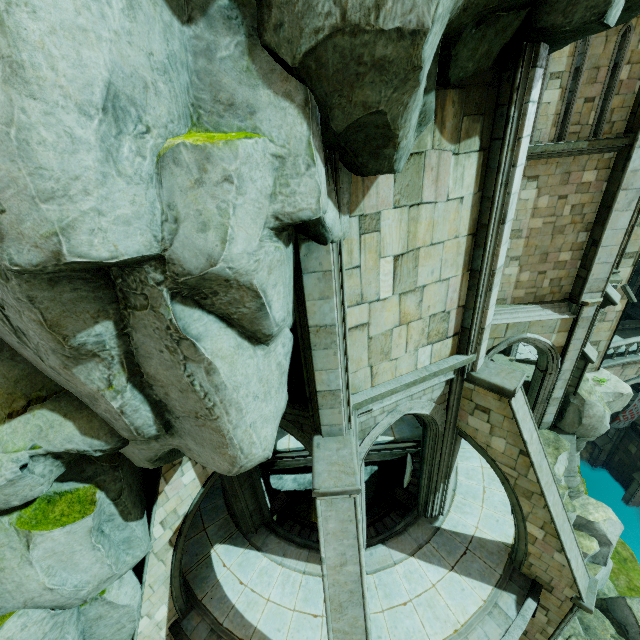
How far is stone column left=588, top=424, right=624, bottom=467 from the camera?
25.95m

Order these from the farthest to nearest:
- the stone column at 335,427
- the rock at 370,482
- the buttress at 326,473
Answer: the rock at 370,482
the buttress at 326,473
the stone column at 335,427

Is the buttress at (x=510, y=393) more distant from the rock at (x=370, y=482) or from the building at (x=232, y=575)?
the rock at (x=370, y=482)

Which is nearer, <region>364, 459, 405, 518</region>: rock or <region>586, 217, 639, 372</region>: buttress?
<region>364, 459, 405, 518</region>: rock

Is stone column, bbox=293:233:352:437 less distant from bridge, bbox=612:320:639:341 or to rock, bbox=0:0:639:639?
rock, bbox=0:0:639:639

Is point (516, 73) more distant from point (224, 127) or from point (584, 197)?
point (584, 197)

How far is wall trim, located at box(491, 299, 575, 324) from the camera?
11.5 meters

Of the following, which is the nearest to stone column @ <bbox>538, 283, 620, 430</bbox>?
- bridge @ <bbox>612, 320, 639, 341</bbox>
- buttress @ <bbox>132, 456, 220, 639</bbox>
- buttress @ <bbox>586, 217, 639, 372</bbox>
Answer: buttress @ <bbox>586, 217, 639, 372</bbox>
